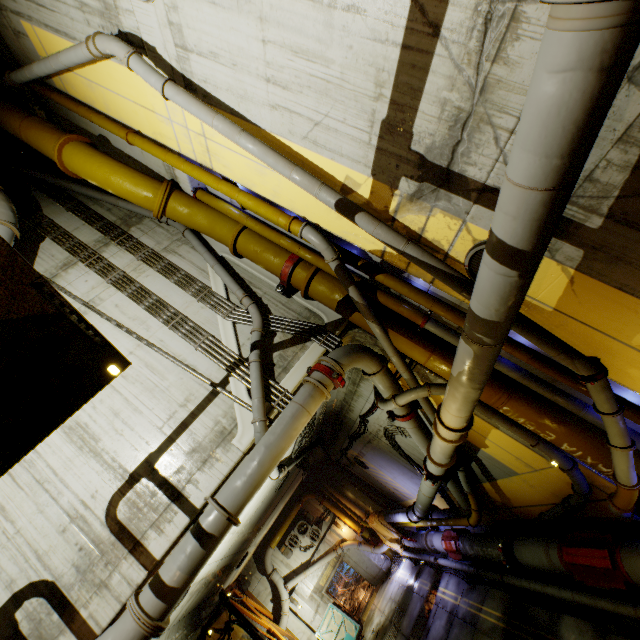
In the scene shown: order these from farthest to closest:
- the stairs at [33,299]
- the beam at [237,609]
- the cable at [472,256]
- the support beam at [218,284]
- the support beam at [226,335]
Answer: the beam at [237,609] < the support beam at [218,284] < the support beam at [226,335] < the cable at [472,256] < the stairs at [33,299]

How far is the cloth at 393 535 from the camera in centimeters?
1692cm

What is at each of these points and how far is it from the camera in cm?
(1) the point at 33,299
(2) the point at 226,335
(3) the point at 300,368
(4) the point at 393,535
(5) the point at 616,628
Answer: (1) stairs, 234
(2) support beam, 710
(3) support beam, 677
(4) cloth, 1766
(5) cable, 581

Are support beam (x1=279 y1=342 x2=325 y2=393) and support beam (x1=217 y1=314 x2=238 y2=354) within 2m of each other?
yes

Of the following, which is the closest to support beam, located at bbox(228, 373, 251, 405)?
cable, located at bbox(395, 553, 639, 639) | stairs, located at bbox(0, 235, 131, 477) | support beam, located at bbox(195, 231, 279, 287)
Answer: support beam, located at bbox(195, 231, 279, 287)

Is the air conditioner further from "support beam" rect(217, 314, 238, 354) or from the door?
"support beam" rect(217, 314, 238, 354)

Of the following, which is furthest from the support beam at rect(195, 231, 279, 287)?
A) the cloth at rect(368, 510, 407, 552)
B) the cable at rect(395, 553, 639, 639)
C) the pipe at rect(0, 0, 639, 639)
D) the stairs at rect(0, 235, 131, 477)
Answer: → the cloth at rect(368, 510, 407, 552)

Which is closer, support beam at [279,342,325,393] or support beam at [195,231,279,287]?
support beam at [279,342,325,393]
